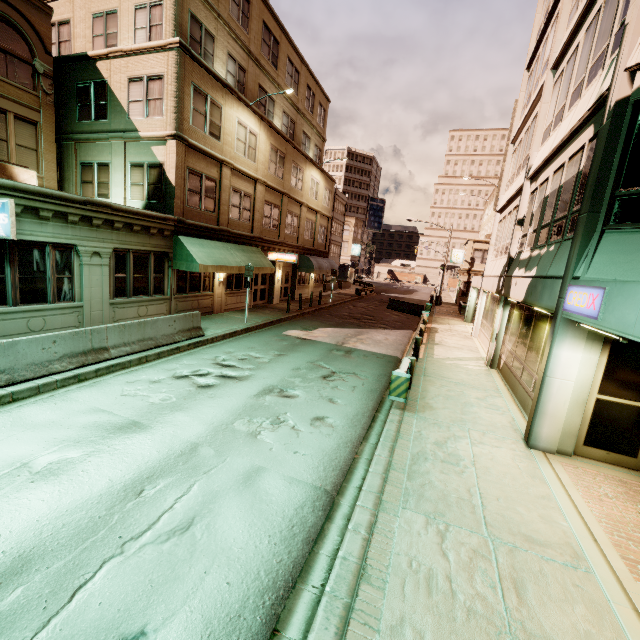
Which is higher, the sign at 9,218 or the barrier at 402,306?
the sign at 9,218

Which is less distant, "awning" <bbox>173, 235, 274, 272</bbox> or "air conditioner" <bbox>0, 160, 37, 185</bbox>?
"air conditioner" <bbox>0, 160, 37, 185</bbox>

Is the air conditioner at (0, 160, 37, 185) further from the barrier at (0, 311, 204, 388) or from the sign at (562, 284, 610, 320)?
the sign at (562, 284, 610, 320)

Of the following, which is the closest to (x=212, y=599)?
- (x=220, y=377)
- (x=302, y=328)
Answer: (x=220, y=377)

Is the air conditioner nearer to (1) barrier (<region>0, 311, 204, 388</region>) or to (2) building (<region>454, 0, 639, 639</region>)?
(1) barrier (<region>0, 311, 204, 388</region>)

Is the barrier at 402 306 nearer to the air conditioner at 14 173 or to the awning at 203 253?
the awning at 203 253

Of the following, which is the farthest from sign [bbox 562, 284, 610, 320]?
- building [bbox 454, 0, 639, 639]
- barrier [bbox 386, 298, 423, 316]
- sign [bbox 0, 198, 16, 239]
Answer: barrier [bbox 386, 298, 423, 316]

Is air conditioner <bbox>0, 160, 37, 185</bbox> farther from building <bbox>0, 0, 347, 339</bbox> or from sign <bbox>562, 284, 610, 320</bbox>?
sign <bbox>562, 284, 610, 320</bbox>
